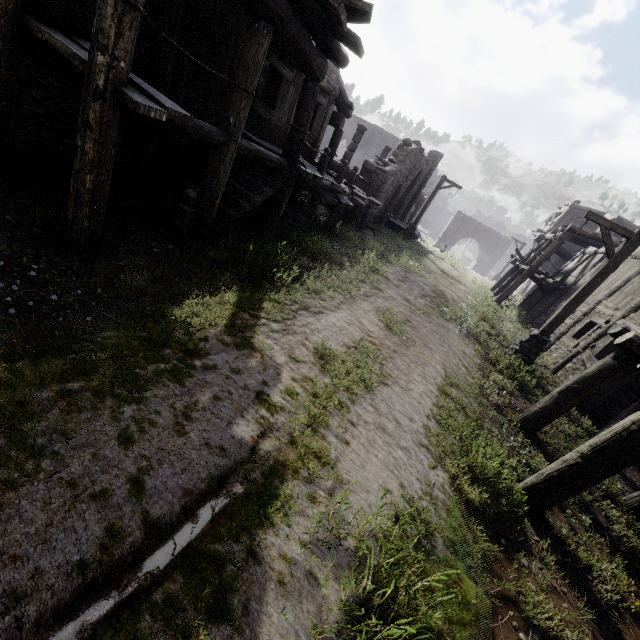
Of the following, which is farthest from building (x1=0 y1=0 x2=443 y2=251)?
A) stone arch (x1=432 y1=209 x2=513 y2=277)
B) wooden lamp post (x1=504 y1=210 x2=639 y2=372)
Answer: wooden lamp post (x1=504 y1=210 x2=639 y2=372)

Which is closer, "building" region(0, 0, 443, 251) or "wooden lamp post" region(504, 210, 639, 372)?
"building" region(0, 0, 443, 251)

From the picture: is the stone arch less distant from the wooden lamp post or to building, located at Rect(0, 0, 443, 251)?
building, located at Rect(0, 0, 443, 251)

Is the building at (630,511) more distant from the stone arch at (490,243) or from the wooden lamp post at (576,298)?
the wooden lamp post at (576,298)

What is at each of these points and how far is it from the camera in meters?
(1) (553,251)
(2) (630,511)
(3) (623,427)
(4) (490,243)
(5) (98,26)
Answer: (1) building, 17.1
(2) building, 6.1
(3) building, 4.2
(4) stone arch, 39.7
(5) building, 3.8

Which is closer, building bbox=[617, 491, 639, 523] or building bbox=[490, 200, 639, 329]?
building bbox=[617, 491, 639, 523]
